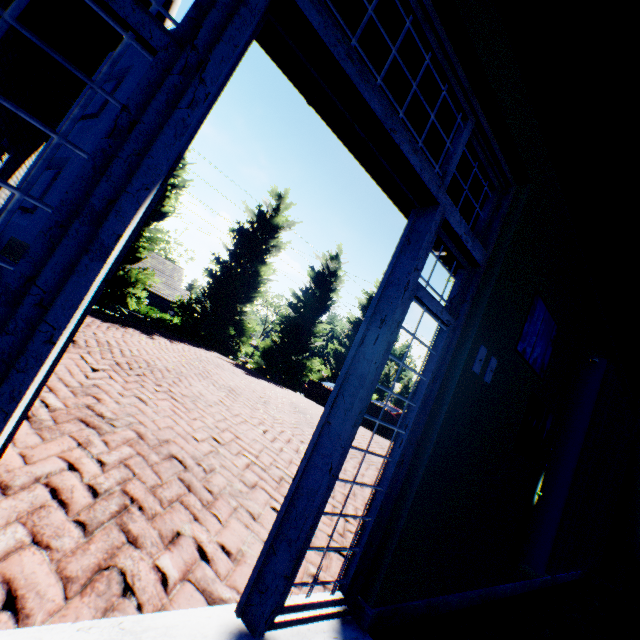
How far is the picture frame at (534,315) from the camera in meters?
2.5

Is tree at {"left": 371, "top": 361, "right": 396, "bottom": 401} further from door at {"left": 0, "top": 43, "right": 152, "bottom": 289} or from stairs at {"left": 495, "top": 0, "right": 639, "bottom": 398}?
door at {"left": 0, "top": 43, "right": 152, "bottom": 289}

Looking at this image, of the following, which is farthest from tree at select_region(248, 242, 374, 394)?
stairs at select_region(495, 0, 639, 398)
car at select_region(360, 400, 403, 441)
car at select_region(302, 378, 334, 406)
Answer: stairs at select_region(495, 0, 639, 398)

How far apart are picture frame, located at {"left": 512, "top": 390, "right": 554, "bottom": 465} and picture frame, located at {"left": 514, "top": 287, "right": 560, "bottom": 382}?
0.1 meters

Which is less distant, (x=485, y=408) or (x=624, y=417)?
(x=485, y=408)

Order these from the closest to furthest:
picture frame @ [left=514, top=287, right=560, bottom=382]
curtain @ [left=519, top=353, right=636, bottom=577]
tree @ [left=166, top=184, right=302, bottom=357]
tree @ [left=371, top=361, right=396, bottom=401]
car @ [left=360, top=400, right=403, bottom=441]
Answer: picture frame @ [left=514, top=287, right=560, bottom=382], curtain @ [left=519, top=353, right=636, bottom=577], car @ [left=360, top=400, right=403, bottom=441], tree @ [left=166, top=184, right=302, bottom=357], tree @ [left=371, top=361, right=396, bottom=401]

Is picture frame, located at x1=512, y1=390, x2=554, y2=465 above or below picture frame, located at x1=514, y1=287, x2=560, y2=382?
below

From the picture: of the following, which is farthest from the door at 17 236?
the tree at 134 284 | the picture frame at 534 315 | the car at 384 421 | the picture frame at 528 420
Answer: the tree at 134 284
